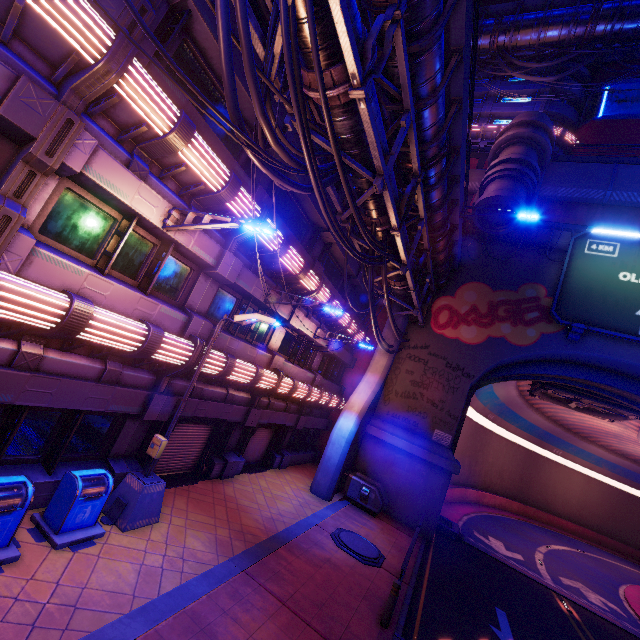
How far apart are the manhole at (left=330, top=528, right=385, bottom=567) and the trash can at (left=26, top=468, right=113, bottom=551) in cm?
757

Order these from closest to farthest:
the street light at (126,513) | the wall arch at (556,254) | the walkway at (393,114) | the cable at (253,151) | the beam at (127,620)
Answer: the cable at (253,151), the beam at (127,620), the street light at (126,513), the walkway at (393,114), the wall arch at (556,254)

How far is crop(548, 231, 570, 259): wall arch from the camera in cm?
1864

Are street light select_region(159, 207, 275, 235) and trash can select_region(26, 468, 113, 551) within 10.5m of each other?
yes

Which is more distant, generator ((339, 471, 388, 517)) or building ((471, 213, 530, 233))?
building ((471, 213, 530, 233))

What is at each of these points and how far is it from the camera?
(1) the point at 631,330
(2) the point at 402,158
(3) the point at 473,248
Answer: (1) sign, 15.9 meters
(2) walkway, 11.4 meters
(3) wall arch, 20.9 meters

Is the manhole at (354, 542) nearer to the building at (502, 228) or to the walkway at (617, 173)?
the building at (502, 228)

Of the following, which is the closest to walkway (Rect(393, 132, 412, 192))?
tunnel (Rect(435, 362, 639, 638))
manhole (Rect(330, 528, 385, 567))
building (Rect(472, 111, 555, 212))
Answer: building (Rect(472, 111, 555, 212))
